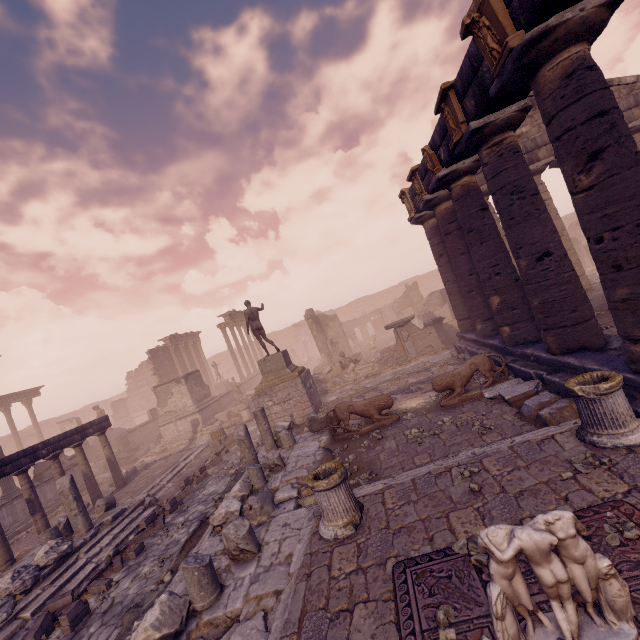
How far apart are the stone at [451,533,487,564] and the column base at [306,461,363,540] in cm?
157

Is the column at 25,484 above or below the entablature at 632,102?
below

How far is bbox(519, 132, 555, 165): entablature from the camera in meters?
12.8

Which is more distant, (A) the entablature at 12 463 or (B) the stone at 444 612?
(A) the entablature at 12 463

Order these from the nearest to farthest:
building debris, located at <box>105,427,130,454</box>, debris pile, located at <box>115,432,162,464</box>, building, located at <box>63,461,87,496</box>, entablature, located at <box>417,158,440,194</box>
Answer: entablature, located at <box>417,158,440,194</box>, building, located at <box>63,461,87,496</box>, debris pile, located at <box>115,432,162,464</box>, building debris, located at <box>105,427,130,454</box>

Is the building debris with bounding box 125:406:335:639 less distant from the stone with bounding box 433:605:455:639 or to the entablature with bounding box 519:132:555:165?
→ the stone with bounding box 433:605:455:639

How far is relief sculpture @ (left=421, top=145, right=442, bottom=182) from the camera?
9.2 meters

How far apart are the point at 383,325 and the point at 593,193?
31.0 meters
